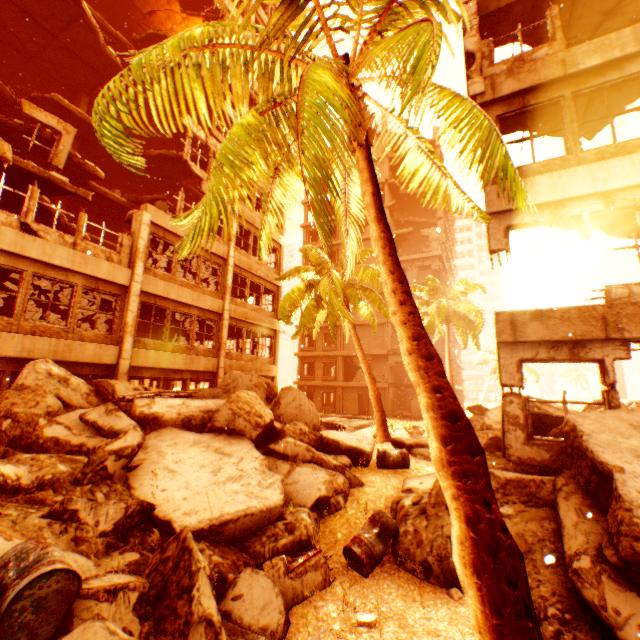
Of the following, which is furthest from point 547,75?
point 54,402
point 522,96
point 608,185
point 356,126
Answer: point 54,402

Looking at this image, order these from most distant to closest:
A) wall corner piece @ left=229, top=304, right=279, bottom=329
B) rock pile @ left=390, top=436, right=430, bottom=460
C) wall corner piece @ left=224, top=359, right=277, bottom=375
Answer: wall corner piece @ left=229, top=304, right=279, bottom=329, wall corner piece @ left=224, top=359, right=277, bottom=375, rock pile @ left=390, top=436, right=430, bottom=460

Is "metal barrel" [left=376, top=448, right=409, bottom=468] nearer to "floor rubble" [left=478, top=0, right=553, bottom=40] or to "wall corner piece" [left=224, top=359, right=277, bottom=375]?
"wall corner piece" [left=224, top=359, right=277, bottom=375]

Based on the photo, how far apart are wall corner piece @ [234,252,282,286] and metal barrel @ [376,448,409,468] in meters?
12.7

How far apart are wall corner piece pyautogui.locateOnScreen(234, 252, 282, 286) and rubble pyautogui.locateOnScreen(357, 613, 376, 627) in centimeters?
1613cm

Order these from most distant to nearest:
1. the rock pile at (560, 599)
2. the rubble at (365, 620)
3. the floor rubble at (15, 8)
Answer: the floor rubble at (15, 8), the rubble at (365, 620), the rock pile at (560, 599)

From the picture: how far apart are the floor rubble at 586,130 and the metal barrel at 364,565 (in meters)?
9.83

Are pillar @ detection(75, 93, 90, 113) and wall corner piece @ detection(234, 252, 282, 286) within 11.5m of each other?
yes
